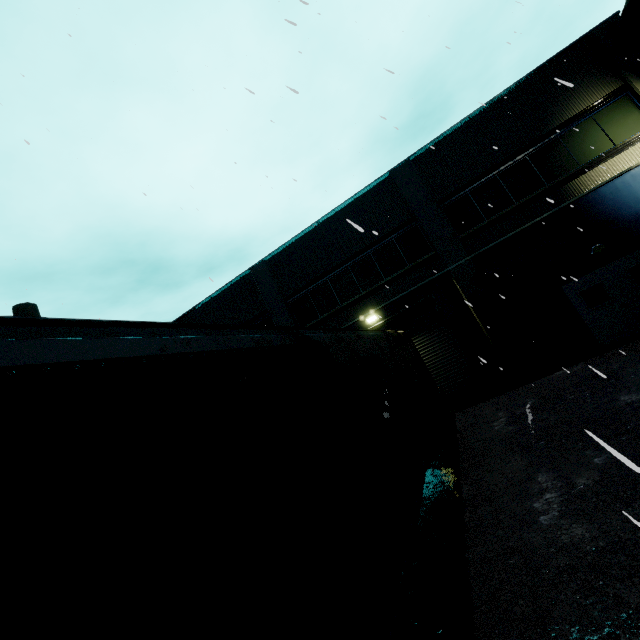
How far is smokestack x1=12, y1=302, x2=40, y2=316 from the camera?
38.28m

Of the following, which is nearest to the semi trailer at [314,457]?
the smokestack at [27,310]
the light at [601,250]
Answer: the light at [601,250]

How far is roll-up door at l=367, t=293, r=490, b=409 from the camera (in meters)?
12.86

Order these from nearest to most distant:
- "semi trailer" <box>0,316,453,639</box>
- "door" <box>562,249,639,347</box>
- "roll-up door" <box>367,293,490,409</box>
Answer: "semi trailer" <box>0,316,453,639</box>, "door" <box>562,249,639,347</box>, "roll-up door" <box>367,293,490,409</box>

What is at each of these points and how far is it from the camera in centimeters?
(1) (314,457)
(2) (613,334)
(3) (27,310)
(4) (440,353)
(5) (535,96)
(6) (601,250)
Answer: (1) semi trailer, 258cm
(2) door, 1109cm
(3) smokestack, 3866cm
(4) roll-up door, 1331cm
(5) building, 1213cm
(6) light, 1107cm

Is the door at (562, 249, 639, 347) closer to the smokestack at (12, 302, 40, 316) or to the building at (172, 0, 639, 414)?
the building at (172, 0, 639, 414)

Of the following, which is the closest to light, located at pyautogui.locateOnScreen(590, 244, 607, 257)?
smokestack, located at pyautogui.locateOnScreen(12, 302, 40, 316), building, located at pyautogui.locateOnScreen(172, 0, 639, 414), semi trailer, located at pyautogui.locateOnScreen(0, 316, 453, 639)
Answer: building, located at pyautogui.locateOnScreen(172, 0, 639, 414)

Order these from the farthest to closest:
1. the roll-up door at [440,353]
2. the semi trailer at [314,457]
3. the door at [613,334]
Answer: the roll-up door at [440,353]
the door at [613,334]
the semi trailer at [314,457]
